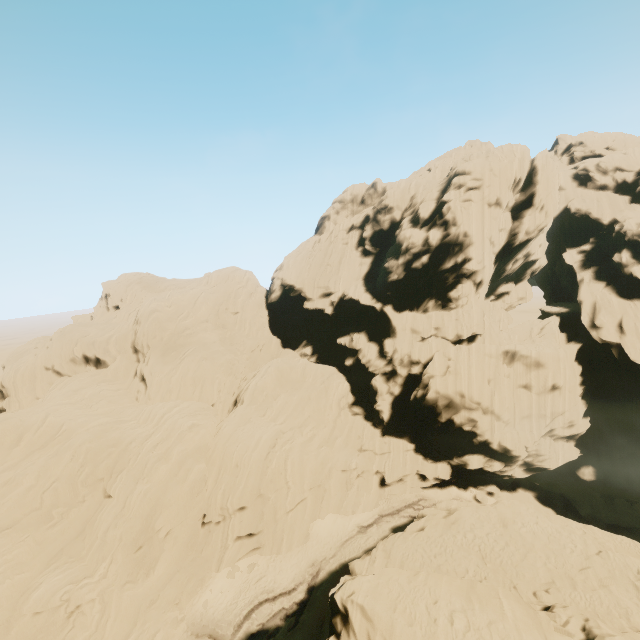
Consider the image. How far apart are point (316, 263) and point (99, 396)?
34.2m
